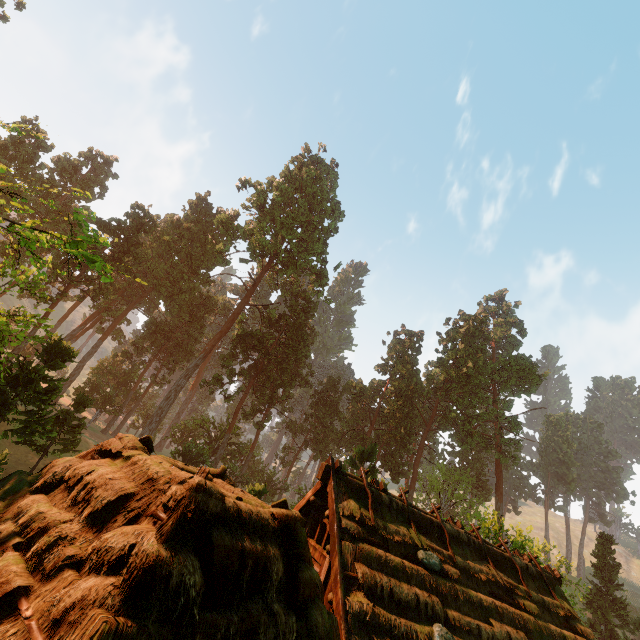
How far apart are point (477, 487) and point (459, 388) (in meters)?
21.14

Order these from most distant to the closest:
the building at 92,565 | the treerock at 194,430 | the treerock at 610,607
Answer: the treerock at 610,607
the treerock at 194,430
the building at 92,565

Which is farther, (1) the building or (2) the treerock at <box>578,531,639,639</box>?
(2) the treerock at <box>578,531,639,639</box>

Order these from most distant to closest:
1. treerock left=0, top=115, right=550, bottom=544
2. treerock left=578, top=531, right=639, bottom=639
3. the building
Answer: treerock left=578, top=531, right=639, bottom=639 < treerock left=0, top=115, right=550, bottom=544 < the building

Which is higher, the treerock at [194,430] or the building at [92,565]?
the treerock at [194,430]

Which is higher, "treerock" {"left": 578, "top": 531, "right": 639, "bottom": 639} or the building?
"treerock" {"left": 578, "top": 531, "right": 639, "bottom": 639}

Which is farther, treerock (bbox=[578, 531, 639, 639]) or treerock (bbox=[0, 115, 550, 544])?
treerock (bbox=[578, 531, 639, 639])
